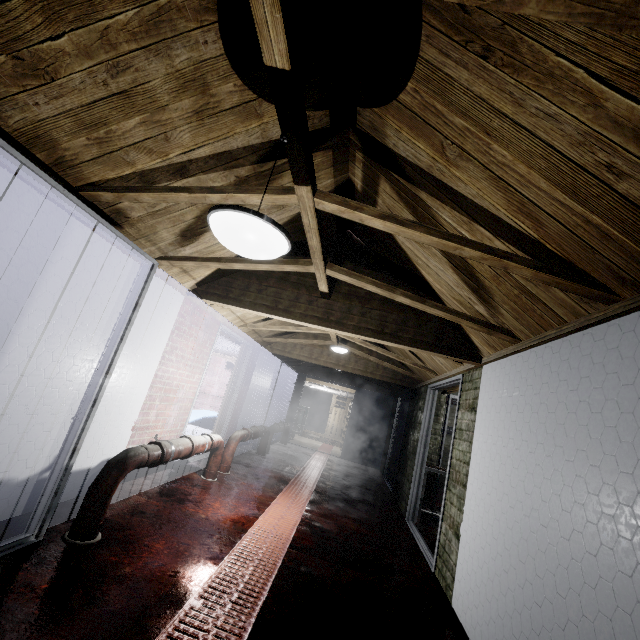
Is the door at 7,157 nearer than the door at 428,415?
Yes

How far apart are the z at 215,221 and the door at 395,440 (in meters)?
5.92

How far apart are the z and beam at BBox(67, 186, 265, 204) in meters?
0.5

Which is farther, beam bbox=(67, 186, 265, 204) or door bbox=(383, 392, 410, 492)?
door bbox=(383, 392, 410, 492)

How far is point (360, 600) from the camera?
2.32m

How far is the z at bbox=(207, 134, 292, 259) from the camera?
1.1 meters

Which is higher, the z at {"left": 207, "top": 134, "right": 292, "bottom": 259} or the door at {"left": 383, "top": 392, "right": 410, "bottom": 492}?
the z at {"left": 207, "top": 134, "right": 292, "bottom": 259}

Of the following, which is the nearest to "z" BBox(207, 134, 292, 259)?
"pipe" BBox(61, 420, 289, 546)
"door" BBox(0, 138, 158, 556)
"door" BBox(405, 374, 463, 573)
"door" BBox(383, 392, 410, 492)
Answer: "door" BBox(0, 138, 158, 556)
